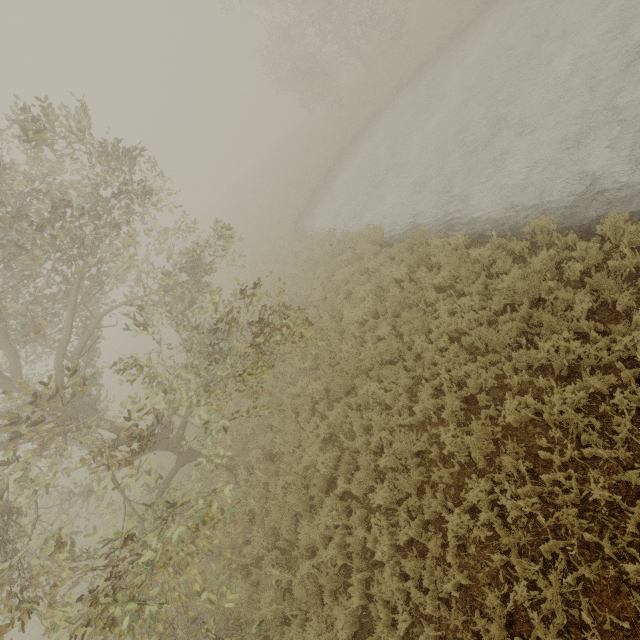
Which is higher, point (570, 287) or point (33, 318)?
point (33, 318)
